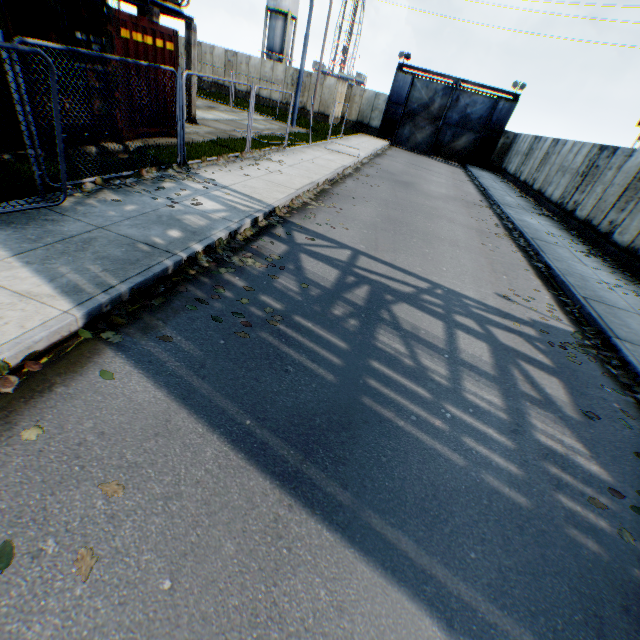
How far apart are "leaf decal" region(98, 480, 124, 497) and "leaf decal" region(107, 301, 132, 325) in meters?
1.6

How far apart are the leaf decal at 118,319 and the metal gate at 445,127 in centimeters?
3381cm

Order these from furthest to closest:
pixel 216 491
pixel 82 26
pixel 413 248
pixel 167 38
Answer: pixel 167 38 < pixel 413 248 < pixel 82 26 < pixel 216 491

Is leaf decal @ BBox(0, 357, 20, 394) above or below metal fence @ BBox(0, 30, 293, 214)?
below

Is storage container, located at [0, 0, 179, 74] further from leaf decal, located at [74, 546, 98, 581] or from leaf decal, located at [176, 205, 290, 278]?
leaf decal, located at [74, 546, 98, 581]

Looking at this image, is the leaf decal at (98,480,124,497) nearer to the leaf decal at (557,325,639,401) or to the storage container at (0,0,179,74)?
the leaf decal at (557,325,639,401)

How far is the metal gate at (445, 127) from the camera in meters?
28.8
